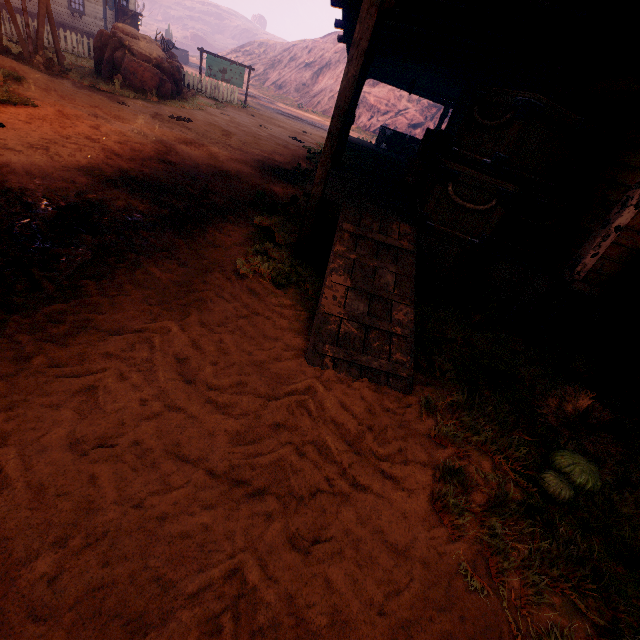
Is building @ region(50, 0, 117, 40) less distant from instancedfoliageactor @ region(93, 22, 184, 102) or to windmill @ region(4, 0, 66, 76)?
windmill @ region(4, 0, 66, 76)

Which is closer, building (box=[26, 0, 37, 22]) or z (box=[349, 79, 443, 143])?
building (box=[26, 0, 37, 22])

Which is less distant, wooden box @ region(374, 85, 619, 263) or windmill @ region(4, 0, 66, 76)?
wooden box @ region(374, 85, 619, 263)

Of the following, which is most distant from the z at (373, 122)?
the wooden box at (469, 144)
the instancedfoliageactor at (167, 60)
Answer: the wooden box at (469, 144)

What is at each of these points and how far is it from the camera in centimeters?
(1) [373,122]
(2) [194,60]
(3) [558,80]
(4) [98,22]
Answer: (1) z, 4072cm
(2) z, 5709cm
(3) building, 616cm
(4) building, 2338cm

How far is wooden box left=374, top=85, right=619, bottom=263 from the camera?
3.93m

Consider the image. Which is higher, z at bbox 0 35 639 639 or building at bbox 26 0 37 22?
building at bbox 26 0 37 22

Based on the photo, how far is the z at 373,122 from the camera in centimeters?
3938cm
